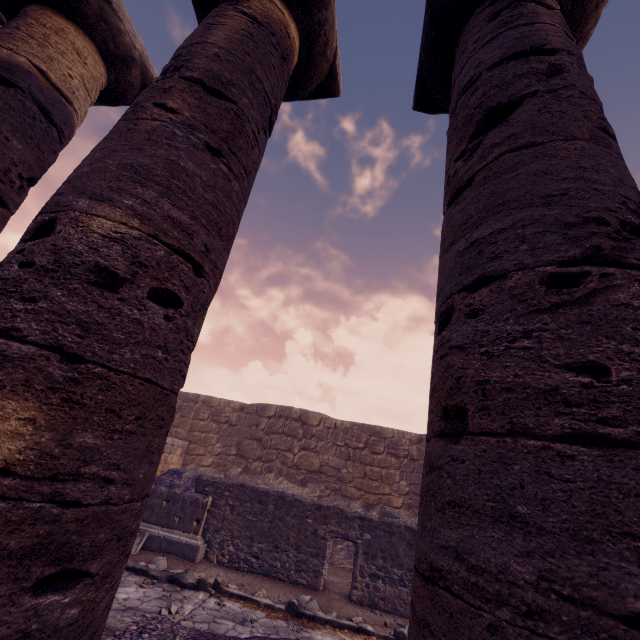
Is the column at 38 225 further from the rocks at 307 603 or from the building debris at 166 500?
the building debris at 166 500

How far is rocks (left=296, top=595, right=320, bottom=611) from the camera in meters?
6.9 m

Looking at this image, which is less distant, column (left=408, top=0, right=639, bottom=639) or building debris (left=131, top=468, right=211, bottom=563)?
column (left=408, top=0, right=639, bottom=639)

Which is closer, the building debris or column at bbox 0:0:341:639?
column at bbox 0:0:341:639

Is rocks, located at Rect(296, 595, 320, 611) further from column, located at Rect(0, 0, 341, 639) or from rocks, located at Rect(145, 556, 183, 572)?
column, located at Rect(0, 0, 341, 639)

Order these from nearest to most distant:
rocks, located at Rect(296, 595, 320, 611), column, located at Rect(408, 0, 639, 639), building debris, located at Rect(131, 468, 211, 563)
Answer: column, located at Rect(408, 0, 639, 639) < rocks, located at Rect(296, 595, 320, 611) < building debris, located at Rect(131, 468, 211, 563)

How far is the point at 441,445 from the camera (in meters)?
1.24
